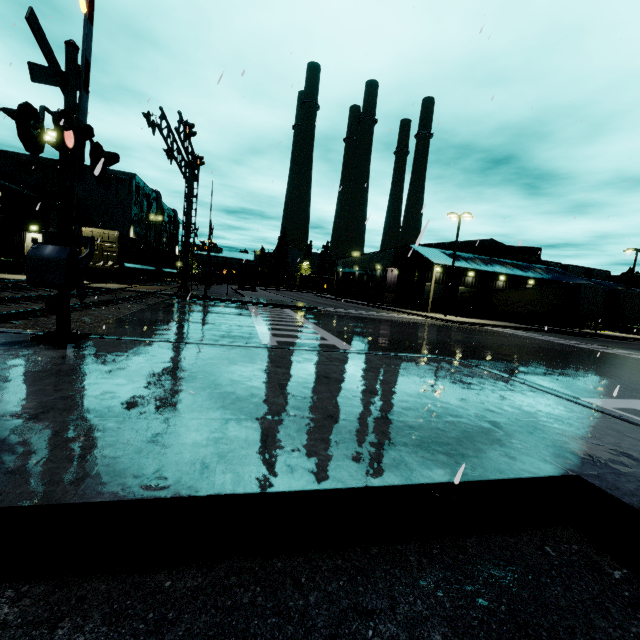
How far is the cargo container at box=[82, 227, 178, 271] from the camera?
26.0m

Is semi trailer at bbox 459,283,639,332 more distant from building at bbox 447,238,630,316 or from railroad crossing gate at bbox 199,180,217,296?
railroad crossing gate at bbox 199,180,217,296

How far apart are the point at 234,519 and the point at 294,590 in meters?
0.6 m

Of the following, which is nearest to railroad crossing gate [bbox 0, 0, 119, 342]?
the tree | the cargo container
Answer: the tree

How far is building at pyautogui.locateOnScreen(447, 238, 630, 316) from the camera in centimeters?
3809cm

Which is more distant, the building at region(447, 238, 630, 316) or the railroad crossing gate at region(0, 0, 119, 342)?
the building at region(447, 238, 630, 316)

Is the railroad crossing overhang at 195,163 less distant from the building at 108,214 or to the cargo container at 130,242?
the cargo container at 130,242

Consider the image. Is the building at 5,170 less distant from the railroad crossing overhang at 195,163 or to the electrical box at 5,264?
the electrical box at 5,264
